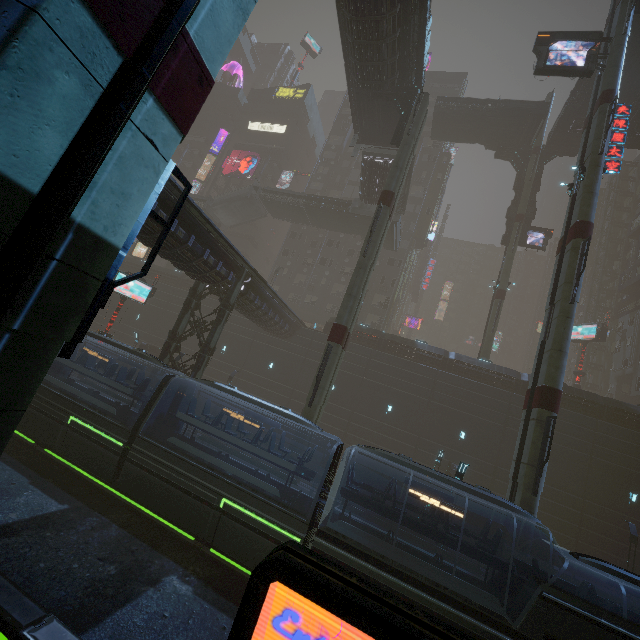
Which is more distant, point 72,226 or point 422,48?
point 422,48

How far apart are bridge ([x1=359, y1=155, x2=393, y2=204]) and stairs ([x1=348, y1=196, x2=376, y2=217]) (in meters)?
0.01

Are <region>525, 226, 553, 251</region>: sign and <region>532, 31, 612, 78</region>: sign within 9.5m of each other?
no

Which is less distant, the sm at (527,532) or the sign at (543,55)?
the sm at (527,532)

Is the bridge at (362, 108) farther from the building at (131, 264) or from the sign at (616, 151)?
the sign at (616, 151)

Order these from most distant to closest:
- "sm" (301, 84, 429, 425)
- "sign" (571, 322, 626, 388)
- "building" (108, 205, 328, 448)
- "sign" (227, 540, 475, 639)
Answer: "sign" (571, 322, 626, 388) → "building" (108, 205, 328, 448) → "sm" (301, 84, 429, 425) → "sign" (227, 540, 475, 639)

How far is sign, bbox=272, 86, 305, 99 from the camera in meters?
57.7 m

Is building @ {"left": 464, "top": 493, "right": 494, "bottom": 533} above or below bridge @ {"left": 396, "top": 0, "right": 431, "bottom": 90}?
below
